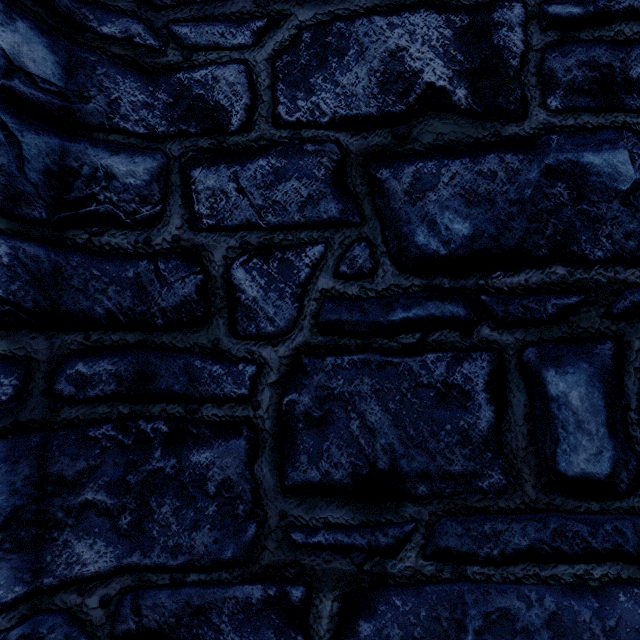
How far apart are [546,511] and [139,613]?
1.51m
